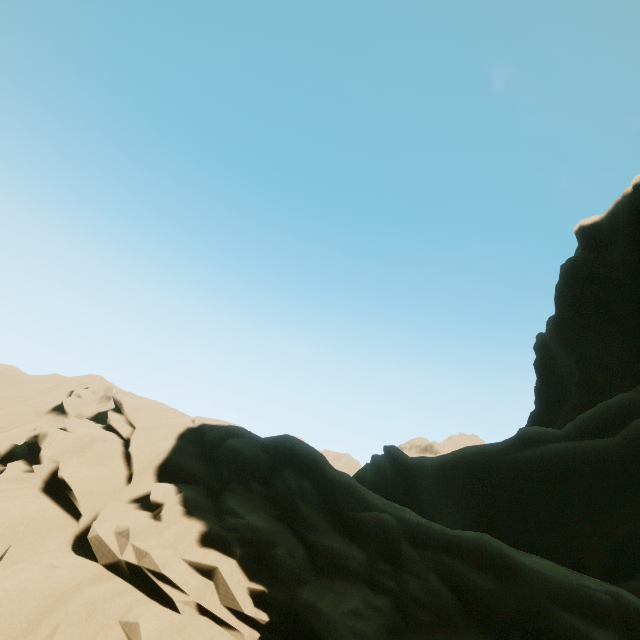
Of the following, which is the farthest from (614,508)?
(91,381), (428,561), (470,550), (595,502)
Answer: (91,381)
